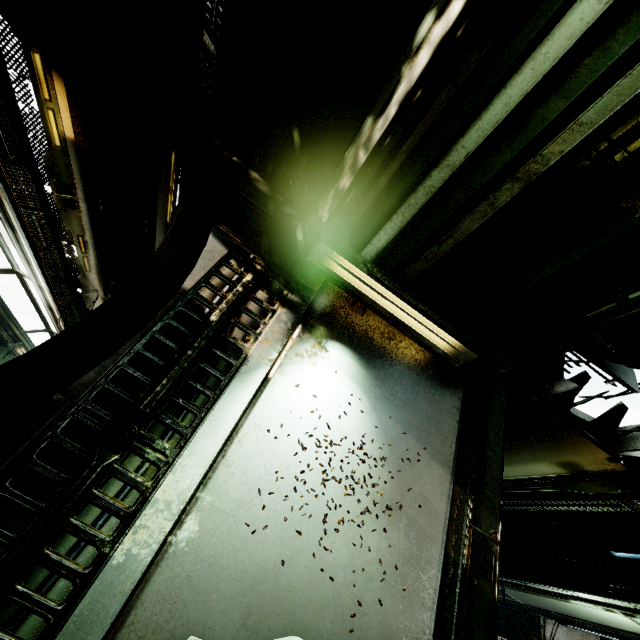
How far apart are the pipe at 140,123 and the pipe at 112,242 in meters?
0.1

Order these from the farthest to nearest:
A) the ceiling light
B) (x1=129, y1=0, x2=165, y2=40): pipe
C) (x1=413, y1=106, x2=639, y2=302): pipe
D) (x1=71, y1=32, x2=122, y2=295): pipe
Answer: (x1=71, y1=32, x2=122, y2=295): pipe → (x1=129, y1=0, x2=165, y2=40): pipe → the ceiling light → (x1=413, y1=106, x2=639, y2=302): pipe

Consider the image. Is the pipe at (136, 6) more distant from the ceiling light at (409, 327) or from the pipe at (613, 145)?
the pipe at (613, 145)

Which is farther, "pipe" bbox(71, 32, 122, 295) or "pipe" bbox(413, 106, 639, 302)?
"pipe" bbox(71, 32, 122, 295)

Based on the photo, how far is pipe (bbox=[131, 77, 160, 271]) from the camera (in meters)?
4.25

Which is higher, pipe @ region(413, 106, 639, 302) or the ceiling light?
pipe @ region(413, 106, 639, 302)

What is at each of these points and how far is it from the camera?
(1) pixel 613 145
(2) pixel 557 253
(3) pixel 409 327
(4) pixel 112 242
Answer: (1) pipe, 1.6m
(2) pipe, 2.0m
(3) ceiling light, 2.9m
(4) pipe, 6.6m

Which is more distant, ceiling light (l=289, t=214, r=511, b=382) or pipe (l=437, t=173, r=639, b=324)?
ceiling light (l=289, t=214, r=511, b=382)
